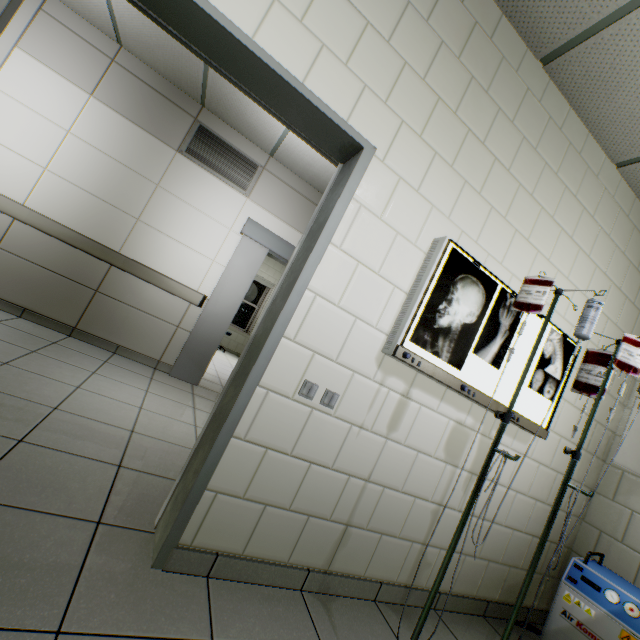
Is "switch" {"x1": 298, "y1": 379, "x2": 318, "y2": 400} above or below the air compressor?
above

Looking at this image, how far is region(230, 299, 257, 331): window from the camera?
9.6m

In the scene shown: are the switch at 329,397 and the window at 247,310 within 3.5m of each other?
no

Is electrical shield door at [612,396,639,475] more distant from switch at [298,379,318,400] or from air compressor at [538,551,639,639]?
switch at [298,379,318,400]

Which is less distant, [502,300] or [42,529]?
[42,529]

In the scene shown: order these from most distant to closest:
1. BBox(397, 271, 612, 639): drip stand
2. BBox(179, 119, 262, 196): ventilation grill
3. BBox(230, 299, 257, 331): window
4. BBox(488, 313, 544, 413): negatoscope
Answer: BBox(230, 299, 257, 331): window → BBox(179, 119, 262, 196): ventilation grill → BBox(488, 313, 544, 413): negatoscope → BBox(397, 271, 612, 639): drip stand

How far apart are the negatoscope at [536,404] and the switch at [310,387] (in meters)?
0.33

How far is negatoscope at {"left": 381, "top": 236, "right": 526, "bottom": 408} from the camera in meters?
1.7 m
